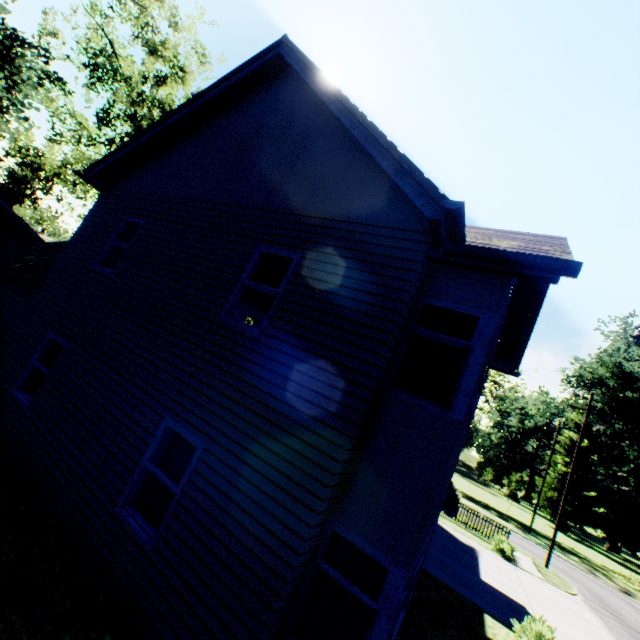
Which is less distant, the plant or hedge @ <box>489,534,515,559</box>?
hedge @ <box>489,534,515,559</box>

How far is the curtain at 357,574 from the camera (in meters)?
4.17

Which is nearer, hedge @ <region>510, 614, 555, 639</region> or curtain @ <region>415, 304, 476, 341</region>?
curtain @ <region>415, 304, 476, 341</region>

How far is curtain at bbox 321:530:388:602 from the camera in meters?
4.2 m

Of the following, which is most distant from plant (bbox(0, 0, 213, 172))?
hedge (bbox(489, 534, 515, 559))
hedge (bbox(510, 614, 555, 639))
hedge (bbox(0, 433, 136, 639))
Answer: hedge (bbox(489, 534, 515, 559))

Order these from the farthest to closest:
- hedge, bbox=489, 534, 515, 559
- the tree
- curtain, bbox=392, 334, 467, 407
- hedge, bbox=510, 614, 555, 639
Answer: the tree, hedge, bbox=489, 534, 515, 559, hedge, bbox=510, 614, 555, 639, curtain, bbox=392, 334, 467, 407

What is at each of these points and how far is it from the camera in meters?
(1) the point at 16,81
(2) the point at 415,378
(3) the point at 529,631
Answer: (1) plant, 19.3
(2) curtain, 4.9
(3) hedge, 9.2

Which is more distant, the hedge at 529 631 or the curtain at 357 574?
the hedge at 529 631
